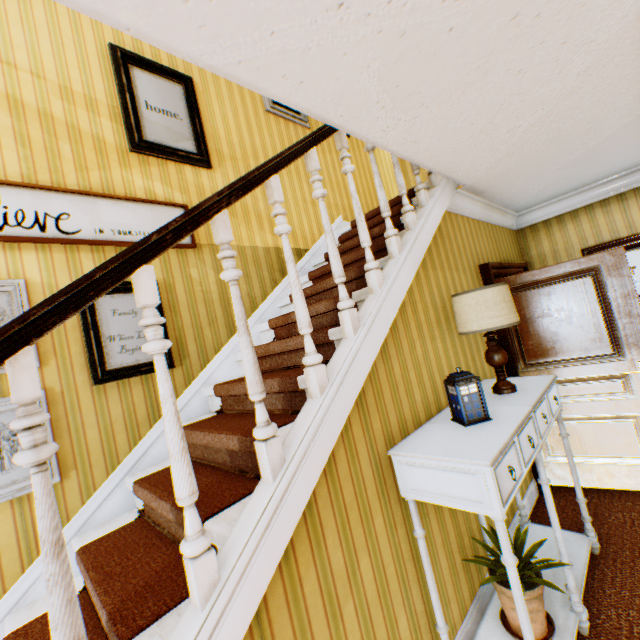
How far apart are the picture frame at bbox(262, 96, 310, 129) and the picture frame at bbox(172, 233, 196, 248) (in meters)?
1.95

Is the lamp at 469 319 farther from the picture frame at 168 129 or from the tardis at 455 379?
the picture frame at 168 129

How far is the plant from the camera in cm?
180

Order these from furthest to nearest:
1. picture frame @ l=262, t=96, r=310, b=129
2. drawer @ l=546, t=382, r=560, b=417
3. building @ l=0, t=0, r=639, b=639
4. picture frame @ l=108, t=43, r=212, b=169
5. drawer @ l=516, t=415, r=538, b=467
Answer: picture frame @ l=262, t=96, r=310, b=129 < picture frame @ l=108, t=43, r=212, b=169 < drawer @ l=546, t=382, r=560, b=417 < drawer @ l=516, t=415, r=538, b=467 < building @ l=0, t=0, r=639, b=639

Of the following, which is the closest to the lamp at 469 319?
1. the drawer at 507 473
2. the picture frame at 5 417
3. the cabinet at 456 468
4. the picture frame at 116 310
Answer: the cabinet at 456 468

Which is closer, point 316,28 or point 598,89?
point 316,28

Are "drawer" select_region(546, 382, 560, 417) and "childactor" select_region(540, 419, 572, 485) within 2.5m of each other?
yes

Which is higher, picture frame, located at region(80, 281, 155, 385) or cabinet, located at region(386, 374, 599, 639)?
picture frame, located at region(80, 281, 155, 385)
